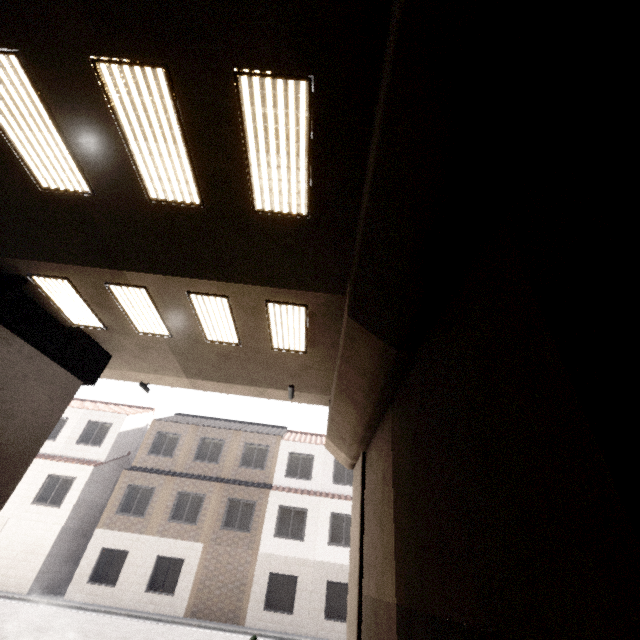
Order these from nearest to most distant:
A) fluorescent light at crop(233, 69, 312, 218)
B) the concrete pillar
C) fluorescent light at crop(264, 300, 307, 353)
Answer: the concrete pillar → fluorescent light at crop(233, 69, 312, 218) → fluorescent light at crop(264, 300, 307, 353)

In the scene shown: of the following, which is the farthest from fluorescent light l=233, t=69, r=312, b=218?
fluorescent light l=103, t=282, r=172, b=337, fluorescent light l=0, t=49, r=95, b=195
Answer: fluorescent light l=103, t=282, r=172, b=337

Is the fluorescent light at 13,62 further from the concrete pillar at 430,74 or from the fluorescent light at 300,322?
the concrete pillar at 430,74

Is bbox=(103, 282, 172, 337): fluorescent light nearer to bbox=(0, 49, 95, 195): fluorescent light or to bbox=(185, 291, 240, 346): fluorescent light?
bbox=(185, 291, 240, 346): fluorescent light

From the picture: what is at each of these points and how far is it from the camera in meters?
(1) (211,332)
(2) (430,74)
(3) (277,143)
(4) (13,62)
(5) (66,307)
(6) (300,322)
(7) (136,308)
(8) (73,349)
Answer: (1) fluorescent light, 8.6
(2) concrete pillar, 2.6
(3) fluorescent light, 4.6
(4) fluorescent light, 4.2
(5) fluorescent light, 8.5
(6) fluorescent light, 7.9
(7) fluorescent light, 8.2
(8) platform underside, 9.1

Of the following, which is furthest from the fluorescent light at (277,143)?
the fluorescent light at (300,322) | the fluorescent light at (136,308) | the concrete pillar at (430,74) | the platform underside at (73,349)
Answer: the platform underside at (73,349)

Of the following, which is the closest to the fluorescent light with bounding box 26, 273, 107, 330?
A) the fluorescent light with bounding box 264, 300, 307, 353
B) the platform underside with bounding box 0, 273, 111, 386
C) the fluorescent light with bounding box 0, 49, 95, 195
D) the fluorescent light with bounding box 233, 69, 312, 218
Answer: the platform underside with bounding box 0, 273, 111, 386

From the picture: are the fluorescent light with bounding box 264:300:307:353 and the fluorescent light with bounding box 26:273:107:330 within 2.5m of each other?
no
